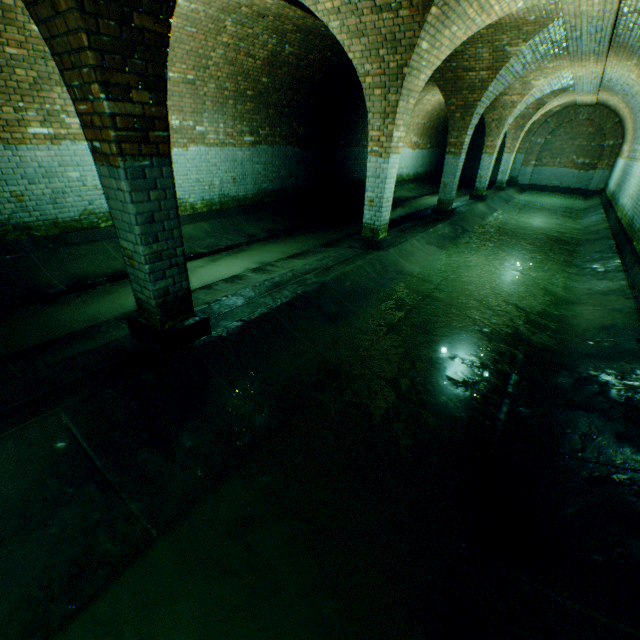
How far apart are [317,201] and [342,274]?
7.8 meters

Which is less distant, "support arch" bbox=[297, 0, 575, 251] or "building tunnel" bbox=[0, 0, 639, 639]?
"building tunnel" bbox=[0, 0, 639, 639]

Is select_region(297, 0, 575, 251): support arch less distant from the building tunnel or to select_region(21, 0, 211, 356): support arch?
the building tunnel

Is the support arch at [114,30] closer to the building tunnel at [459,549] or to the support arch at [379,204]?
the building tunnel at [459,549]

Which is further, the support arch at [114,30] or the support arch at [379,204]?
the support arch at [379,204]

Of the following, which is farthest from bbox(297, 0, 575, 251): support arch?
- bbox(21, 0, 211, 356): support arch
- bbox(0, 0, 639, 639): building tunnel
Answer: bbox(21, 0, 211, 356): support arch

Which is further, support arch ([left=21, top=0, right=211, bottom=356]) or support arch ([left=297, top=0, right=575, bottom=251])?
support arch ([left=297, top=0, right=575, bottom=251])
